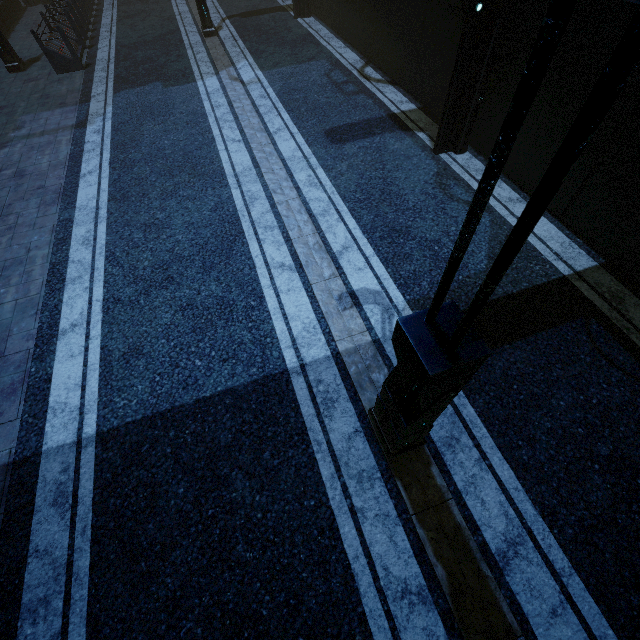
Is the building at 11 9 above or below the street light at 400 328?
below

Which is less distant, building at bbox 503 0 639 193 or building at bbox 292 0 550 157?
building at bbox 503 0 639 193

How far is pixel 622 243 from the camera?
5.36m

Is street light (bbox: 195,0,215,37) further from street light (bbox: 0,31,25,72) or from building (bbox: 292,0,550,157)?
street light (bbox: 0,31,25,72)

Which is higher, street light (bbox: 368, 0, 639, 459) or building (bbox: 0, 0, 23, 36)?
street light (bbox: 368, 0, 639, 459)

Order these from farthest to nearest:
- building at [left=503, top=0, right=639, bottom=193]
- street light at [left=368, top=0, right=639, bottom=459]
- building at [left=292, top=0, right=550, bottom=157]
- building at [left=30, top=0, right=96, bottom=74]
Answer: building at [left=30, top=0, right=96, bottom=74] < building at [left=292, top=0, right=550, bottom=157] < building at [left=503, top=0, right=639, bottom=193] < street light at [left=368, top=0, right=639, bottom=459]

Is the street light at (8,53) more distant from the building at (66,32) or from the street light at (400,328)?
the street light at (400,328)
